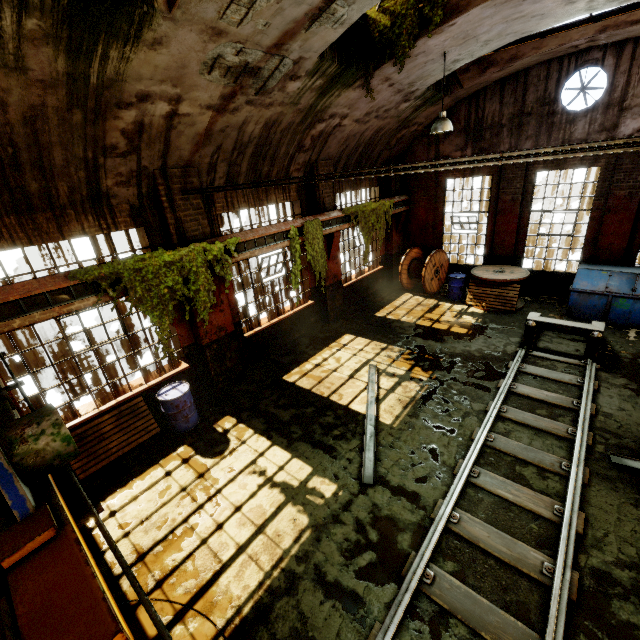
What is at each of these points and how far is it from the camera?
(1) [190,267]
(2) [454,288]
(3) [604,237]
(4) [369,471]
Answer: (1) vine, 7.0 meters
(2) barrel, 12.8 meters
(3) pillar, 10.6 meters
(4) beam, 5.9 meters

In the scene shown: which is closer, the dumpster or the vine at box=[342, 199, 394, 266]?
the dumpster

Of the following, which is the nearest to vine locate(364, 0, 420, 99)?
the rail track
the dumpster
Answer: the dumpster

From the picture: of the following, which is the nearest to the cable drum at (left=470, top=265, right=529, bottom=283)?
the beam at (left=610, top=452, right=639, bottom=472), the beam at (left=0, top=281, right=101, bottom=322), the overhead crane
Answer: the beam at (left=610, top=452, right=639, bottom=472)

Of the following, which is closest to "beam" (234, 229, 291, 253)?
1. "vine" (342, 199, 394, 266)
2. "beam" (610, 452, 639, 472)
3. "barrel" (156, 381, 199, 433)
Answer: "vine" (342, 199, 394, 266)

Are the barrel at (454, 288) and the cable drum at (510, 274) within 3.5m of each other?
yes

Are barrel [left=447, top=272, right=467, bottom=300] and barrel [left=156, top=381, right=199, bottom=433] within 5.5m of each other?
no

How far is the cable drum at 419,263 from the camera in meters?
13.2
